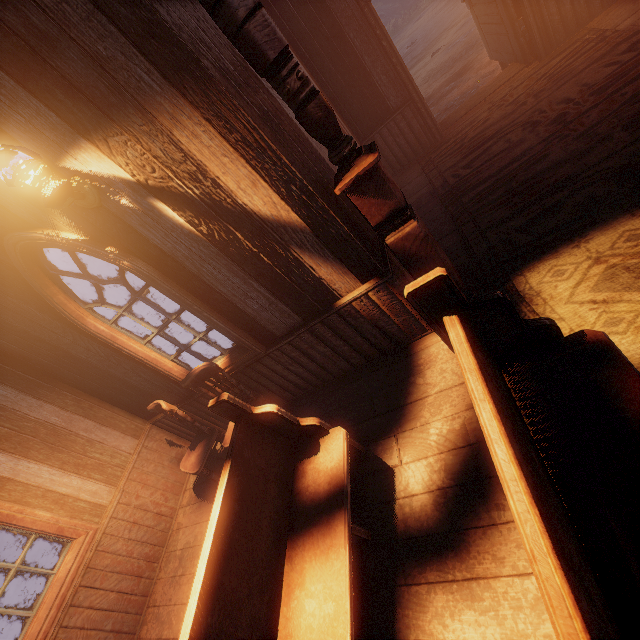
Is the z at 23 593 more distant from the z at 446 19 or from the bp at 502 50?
the bp at 502 50

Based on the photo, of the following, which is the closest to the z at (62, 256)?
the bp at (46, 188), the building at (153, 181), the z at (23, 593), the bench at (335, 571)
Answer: the building at (153, 181)

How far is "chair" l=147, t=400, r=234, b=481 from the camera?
3.6 meters

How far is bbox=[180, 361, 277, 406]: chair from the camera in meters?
3.3

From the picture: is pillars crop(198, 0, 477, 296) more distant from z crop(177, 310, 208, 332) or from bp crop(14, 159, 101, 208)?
z crop(177, 310, 208, 332)

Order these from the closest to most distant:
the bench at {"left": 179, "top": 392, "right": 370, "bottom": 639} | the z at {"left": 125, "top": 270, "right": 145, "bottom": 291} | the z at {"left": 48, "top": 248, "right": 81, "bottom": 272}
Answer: the bench at {"left": 179, "top": 392, "right": 370, "bottom": 639}
the z at {"left": 125, "top": 270, "right": 145, "bottom": 291}
the z at {"left": 48, "top": 248, "right": 81, "bottom": 272}

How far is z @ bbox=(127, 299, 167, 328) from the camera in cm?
1927

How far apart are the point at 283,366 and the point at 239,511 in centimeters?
167cm
